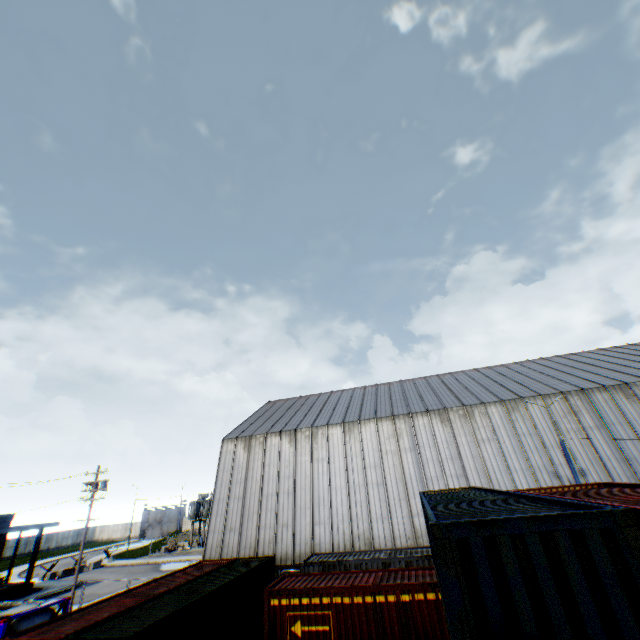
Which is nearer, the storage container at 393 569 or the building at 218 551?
the storage container at 393 569

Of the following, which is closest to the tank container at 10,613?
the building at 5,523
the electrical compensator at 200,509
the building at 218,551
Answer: the building at 218,551

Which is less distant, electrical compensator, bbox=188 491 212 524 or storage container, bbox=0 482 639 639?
storage container, bbox=0 482 639 639

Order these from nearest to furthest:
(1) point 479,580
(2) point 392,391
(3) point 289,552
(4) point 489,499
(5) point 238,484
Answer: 1. (1) point 479,580
2. (4) point 489,499
3. (3) point 289,552
4. (5) point 238,484
5. (2) point 392,391

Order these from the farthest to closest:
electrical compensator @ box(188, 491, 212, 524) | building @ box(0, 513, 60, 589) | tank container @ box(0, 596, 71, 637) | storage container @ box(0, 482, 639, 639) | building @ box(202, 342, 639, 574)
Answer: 1. electrical compensator @ box(188, 491, 212, 524)
2. building @ box(0, 513, 60, 589)
3. building @ box(202, 342, 639, 574)
4. tank container @ box(0, 596, 71, 637)
5. storage container @ box(0, 482, 639, 639)

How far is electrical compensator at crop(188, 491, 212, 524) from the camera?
52.3 meters

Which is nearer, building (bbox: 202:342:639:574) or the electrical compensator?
building (bbox: 202:342:639:574)

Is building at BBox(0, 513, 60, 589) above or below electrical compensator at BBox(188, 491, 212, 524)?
above
